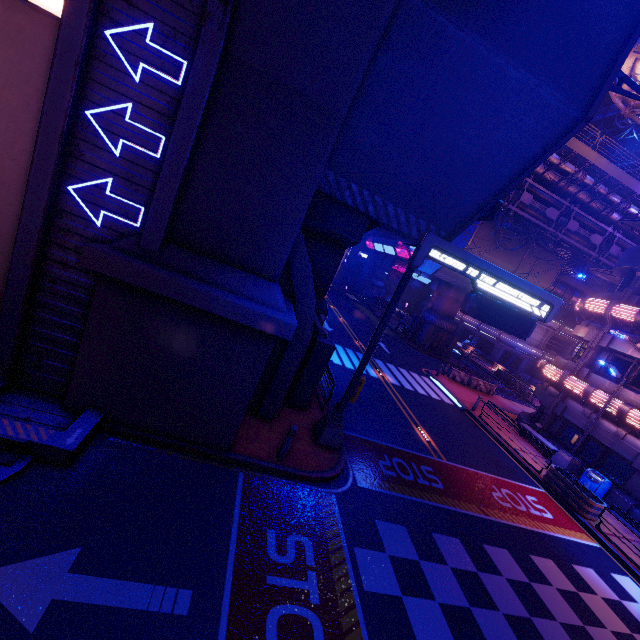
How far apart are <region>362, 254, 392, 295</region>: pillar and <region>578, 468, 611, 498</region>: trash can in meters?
44.9

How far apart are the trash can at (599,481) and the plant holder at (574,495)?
1.2 meters

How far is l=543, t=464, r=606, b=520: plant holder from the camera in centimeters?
1311cm

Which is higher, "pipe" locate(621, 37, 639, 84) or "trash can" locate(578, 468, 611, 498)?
"pipe" locate(621, 37, 639, 84)

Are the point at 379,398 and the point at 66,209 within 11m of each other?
no

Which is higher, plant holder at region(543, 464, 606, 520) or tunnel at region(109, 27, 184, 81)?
tunnel at region(109, 27, 184, 81)

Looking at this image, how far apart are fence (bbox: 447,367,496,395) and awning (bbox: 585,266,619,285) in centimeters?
1172cm

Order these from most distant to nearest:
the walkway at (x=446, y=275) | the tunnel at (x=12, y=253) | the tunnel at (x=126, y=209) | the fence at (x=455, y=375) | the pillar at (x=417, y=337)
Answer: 1. the pillar at (x=417, y=337)
2. the walkway at (x=446, y=275)
3. the fence at (x=455, y=375)
4. the tunnel at (x=126, y=209)
5. the tunnel at (x=12, y=253)
